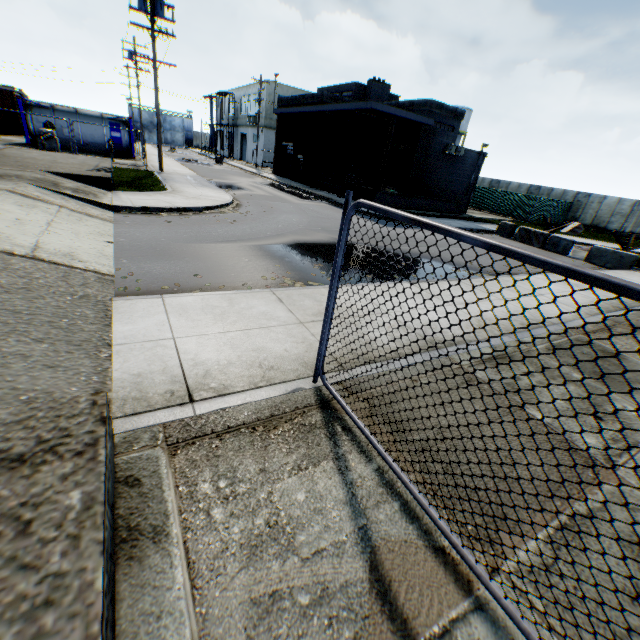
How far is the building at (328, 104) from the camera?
22.5 meters

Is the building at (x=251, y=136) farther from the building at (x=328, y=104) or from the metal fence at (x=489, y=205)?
the metal fence at (x=489, y=205)

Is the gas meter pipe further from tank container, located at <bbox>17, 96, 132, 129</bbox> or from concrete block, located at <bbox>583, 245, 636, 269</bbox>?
concrete block, located at <bbox>583, 245, 636, 269</bbox>

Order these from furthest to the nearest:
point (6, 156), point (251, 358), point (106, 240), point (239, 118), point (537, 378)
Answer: point (239, 118) → point (6, 156) → point (106, 240) → point (537, 378) → point (251, 358)

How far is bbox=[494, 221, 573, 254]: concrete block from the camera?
17.22m

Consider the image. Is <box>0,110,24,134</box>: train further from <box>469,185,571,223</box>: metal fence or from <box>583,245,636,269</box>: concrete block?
<box>583,245,636,269</box>: concrete block

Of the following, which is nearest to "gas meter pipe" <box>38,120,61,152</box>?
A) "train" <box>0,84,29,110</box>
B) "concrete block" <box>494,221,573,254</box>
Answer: "train" <box>0,84,29,110</box>

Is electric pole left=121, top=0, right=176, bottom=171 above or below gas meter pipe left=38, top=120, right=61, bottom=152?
above
